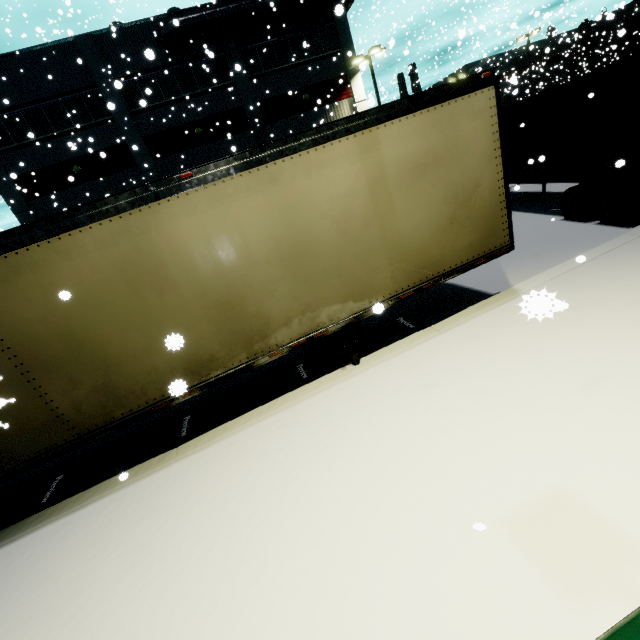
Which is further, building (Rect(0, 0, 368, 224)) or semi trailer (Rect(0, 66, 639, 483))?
building (Rect(0, 0, 368, 224))

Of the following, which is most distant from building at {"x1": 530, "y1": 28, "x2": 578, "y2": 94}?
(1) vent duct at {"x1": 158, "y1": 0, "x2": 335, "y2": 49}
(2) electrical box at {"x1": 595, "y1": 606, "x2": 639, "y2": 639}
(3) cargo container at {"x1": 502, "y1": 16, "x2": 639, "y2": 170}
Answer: (2) electrical box at {"x1": 595, "y1": 606, "x2": 639, "y2": 639}

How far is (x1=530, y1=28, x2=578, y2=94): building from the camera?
40.4m

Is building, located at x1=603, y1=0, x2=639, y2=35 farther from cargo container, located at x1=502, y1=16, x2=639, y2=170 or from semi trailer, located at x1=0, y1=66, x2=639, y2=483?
cargo container, located at x1=502, y1=16, x2=639, y2=170

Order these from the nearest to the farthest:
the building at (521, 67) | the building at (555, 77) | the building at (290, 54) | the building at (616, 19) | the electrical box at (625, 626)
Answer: the electrical box at (625, 626) → the building at (290, 54) → the building at (616, 19) → the building at (521, 67) → the building at (555, 77)

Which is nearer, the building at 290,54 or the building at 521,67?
the building at 290,54

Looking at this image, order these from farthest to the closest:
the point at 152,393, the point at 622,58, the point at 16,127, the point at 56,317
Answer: the point at 622,58
the point at 16,127
the point at 152,393
the point at 56,317
